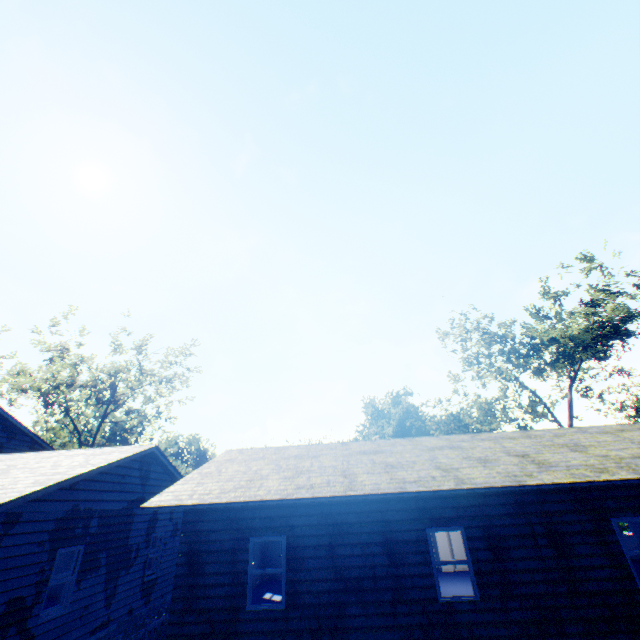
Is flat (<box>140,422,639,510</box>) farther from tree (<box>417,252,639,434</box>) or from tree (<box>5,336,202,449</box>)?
tree (<box>5,336,202,449</box>)

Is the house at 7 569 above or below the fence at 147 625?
above

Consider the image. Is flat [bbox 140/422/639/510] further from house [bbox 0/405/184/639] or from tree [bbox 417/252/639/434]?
tree [bbox 417/252/639/434]

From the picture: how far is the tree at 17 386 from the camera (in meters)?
30.88

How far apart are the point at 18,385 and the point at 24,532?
31.5m

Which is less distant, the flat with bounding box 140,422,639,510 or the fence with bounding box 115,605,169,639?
the flat with bounding box 140,422,639,510

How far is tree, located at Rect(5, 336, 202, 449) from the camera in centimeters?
3088cm

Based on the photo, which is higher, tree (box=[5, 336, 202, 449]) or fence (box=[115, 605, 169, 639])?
tree (box=[5, 336, 202, 449])
